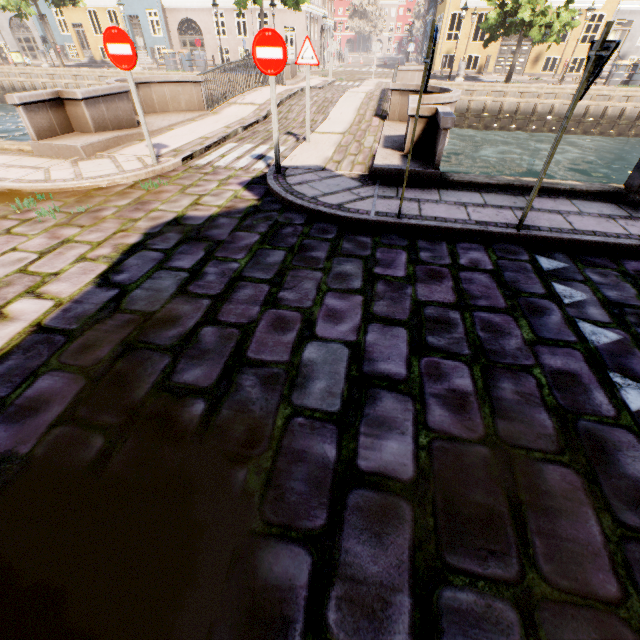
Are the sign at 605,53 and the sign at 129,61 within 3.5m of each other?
no

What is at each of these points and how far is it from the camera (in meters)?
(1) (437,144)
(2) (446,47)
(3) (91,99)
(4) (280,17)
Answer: (1) bridge, 5.35
(2) building, 26.44
(3) bridge, 7.00
(4) building, 27.56

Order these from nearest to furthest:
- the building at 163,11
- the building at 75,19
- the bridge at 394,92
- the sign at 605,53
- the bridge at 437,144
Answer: the sign at 605,53
the bridge at 437,144
the bridge at 394,92
the building at 163,11
the building at 75,19

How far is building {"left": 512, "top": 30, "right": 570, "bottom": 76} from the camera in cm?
2531

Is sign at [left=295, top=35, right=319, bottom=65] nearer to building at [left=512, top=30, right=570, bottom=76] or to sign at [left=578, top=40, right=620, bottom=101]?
sign at [left=578, top=40, right=620, bottom=101]

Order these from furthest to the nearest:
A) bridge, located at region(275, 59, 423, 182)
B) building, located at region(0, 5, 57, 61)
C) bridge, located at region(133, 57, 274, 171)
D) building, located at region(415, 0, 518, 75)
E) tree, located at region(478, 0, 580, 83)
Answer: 1. building, located at region(0, 5, 57, 61)
2. building, located at region(415, 0, 518, 75)
3. tree, located at region(478, 0, 580, 83)
4. bridge, located at region(133, 57, 274, 171)
5. bridge, located at region(275, 59, 423, 182)

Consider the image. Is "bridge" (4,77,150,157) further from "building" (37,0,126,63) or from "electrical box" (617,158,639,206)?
"building" (37,0,126,63)

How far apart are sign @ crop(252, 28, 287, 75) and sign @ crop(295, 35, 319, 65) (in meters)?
2.45
